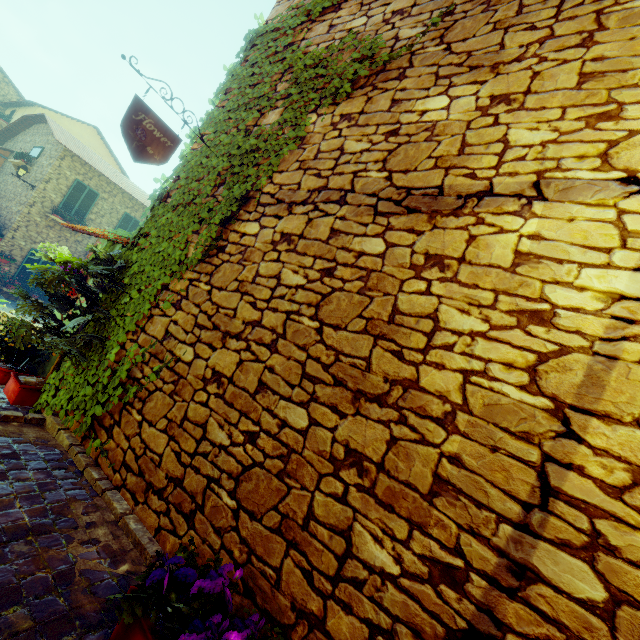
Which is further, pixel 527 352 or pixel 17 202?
pixel 17 202

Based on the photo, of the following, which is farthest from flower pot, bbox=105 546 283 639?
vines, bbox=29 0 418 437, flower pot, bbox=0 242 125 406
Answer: flower pot, bbox=0 242 125 406

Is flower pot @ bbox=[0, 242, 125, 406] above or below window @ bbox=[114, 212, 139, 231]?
below

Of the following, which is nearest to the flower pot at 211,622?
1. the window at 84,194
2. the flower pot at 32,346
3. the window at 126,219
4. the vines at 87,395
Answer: the vines at 87,395

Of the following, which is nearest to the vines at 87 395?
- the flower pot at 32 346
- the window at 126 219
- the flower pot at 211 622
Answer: the flower pot at 32 346

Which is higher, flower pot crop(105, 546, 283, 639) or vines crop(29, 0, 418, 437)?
vines crop(29, 0, 418, 437)

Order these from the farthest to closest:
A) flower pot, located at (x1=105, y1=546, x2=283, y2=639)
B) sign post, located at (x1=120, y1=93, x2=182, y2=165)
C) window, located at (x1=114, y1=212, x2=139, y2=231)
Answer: window, located at (x1=114, y1=212, x2=139, y2=231)
sign post, located at (x1=120, y1=93, x2=182, y2=165)
flower pot, located at (x1=105, y1=546, x2=283, y2=639)

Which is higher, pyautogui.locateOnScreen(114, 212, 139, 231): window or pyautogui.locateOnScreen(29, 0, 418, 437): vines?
pyautogui.locateOnScreen(114, 212, 139, 231): window
